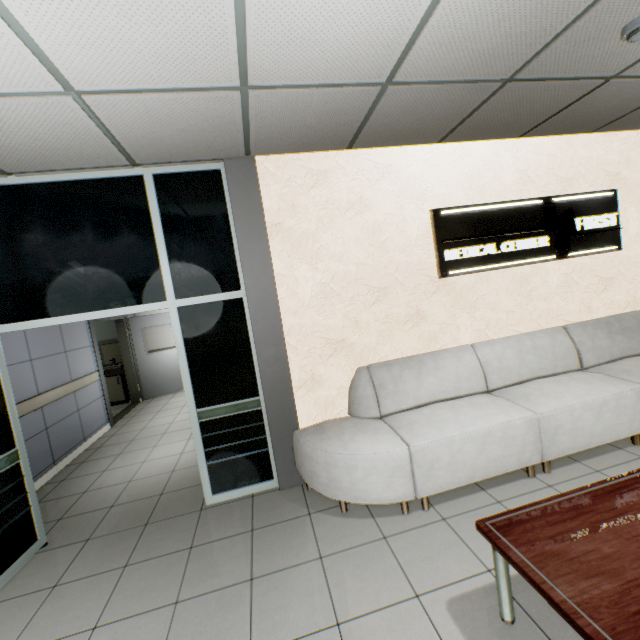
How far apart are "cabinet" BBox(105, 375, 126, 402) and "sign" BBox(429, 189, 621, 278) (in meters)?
7.64

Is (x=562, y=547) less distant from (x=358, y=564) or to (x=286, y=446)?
(x=358, y=564)

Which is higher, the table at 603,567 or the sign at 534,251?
the sign at 534,251

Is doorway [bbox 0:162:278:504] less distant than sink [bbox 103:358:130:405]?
Yes

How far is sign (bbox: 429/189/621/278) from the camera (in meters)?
3.47

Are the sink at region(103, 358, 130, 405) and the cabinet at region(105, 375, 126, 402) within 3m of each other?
yes

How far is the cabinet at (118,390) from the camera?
7.7m

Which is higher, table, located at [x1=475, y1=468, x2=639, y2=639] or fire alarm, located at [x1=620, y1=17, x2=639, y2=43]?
fire alarm, located at [x1=620, y1=17, x2=639, y2=43]
